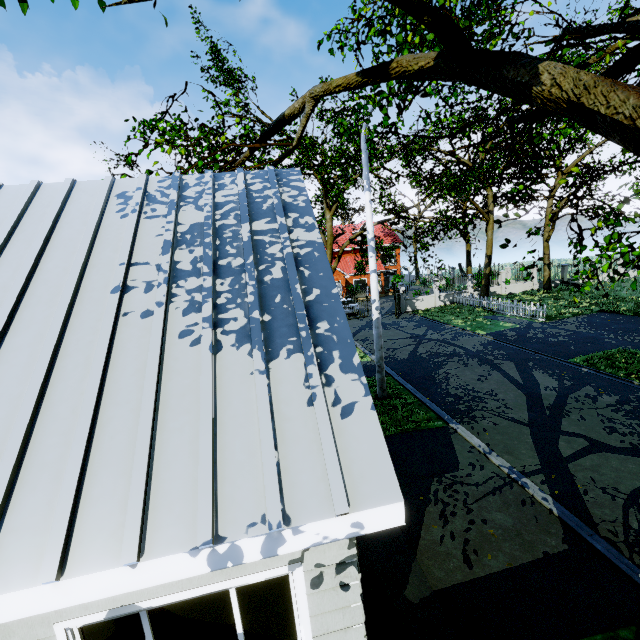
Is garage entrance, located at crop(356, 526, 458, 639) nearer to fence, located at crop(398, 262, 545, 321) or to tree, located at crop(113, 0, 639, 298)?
tree, located at crop(113, 0, 639, 298)

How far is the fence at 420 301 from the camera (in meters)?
22.14

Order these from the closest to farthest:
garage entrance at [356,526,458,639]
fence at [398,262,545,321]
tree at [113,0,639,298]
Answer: tree at [113,0,639,298] → garage entrance at [356,526,458,639] → fence at [398,262,545,321]

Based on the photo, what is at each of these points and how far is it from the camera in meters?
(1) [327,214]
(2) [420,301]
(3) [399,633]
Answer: (1) tree, 18.2
(2) fence, 28.4
(3) garage entrance, 4.1

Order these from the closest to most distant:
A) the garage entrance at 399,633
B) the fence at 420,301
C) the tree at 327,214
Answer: the tree at 327,214 < the garage entrance at 399,633 < the fence at 420,301

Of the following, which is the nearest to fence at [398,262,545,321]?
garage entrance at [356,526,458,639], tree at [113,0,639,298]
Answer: tree at [113,0,639,298]

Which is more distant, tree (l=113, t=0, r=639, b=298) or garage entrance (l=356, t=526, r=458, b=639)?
garage entrance (l=356, t=526, r=458, b=639)
